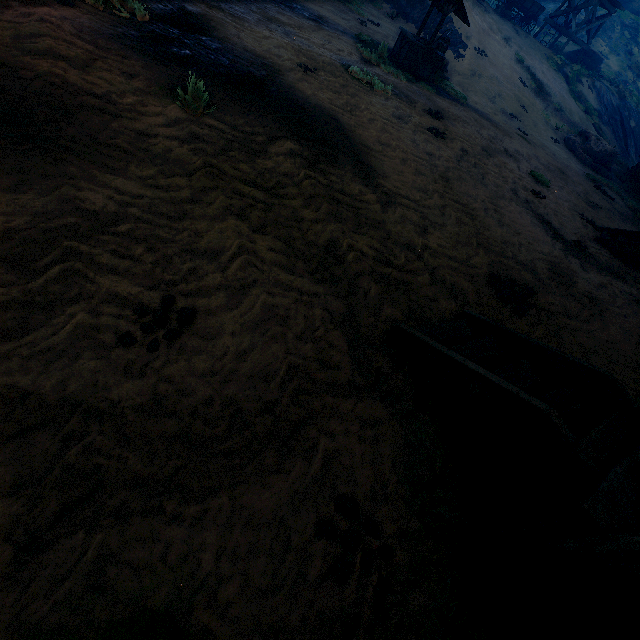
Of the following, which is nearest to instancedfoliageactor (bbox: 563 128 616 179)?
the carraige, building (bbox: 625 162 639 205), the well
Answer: building (bbox: 625 162 639 205)

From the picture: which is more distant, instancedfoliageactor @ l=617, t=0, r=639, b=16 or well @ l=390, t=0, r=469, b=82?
instancedfoliageactor @ l=617, t=0, r=639, b=16

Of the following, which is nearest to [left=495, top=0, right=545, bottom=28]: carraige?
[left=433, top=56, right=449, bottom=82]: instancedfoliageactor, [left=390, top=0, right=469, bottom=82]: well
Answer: [left=433, top=56, right=449, bottom=82]: instancedfoliageactor

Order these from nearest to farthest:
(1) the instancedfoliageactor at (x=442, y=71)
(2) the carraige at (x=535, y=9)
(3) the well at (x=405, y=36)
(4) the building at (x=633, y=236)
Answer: (4) the building at (x=633, y=236) < (3) the well at (x=405, y=36) < (1) the instancedfoliageactor at (x=442, y=71) < (2) the carraige at (x=535, y=9)

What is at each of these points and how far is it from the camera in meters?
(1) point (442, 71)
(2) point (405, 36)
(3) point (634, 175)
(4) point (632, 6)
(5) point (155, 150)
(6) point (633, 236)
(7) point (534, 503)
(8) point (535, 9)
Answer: (1) instancedfoliageactor, 12.9 m
(2) well, 10.8 m
(3) building, 17.5 m
(4) instancedfoliageactor, 34.8 m
(5) z, 3.6 m
(6) building, 8.7 m
(7) building, 2.4 m
(8) carraige, 23.8 m

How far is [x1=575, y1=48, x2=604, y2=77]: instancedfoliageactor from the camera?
23.86m

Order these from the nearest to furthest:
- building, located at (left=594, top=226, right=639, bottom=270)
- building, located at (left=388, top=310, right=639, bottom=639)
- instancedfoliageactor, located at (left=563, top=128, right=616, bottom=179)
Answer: building, located at (left=388, top=310, right=639, bottom=639), building, located at (left=594, top=226, right=639, bottom=270), instancedfoliageactor, located at (left=563, top=128, right=616, bottom=179)

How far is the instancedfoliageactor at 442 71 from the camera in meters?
12.0 m
